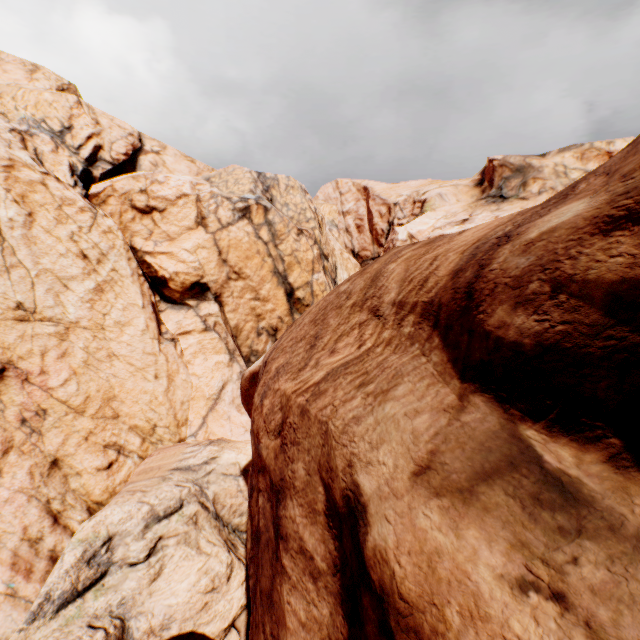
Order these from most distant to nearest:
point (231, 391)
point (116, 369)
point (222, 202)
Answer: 1. point (222, 202)
2. point (231, 391)
3. point (116, 369)
